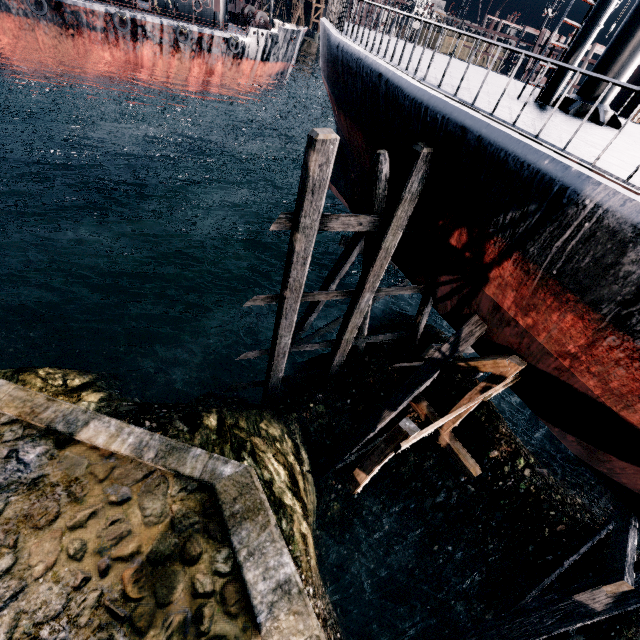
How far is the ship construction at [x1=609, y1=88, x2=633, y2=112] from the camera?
24.3m

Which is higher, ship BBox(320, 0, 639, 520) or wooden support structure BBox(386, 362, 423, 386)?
ship BBox(320, 0, 639, 520)

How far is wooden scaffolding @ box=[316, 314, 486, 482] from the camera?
9.7 meters

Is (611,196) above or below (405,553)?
above

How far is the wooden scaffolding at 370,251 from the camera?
7.5m

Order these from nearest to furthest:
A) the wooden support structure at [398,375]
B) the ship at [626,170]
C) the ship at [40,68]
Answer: the ship at [626,170]
the wooden support structure at [398,375]
the ship at [40,68]

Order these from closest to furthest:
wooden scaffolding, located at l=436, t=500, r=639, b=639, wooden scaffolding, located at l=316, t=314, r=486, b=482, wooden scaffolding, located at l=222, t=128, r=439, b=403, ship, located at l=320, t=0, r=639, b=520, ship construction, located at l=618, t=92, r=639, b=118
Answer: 1. ship, located at l=320, t=0, r=639, b=520
2. wooden scaffolding, located at l=436, t=500, r=639, b=639
3. wooden scaffolding, located at l=222, t=128, r=439, b=403
4. wooden scaffolding, located at l=316, t=314, r=486, b=482
5. ship construction, located at l=618, t=92, r=639, b=118

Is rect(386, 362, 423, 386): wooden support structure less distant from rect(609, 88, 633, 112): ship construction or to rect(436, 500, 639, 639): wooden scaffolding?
rect(436, 500, 639, 639): wooden scaffolding
